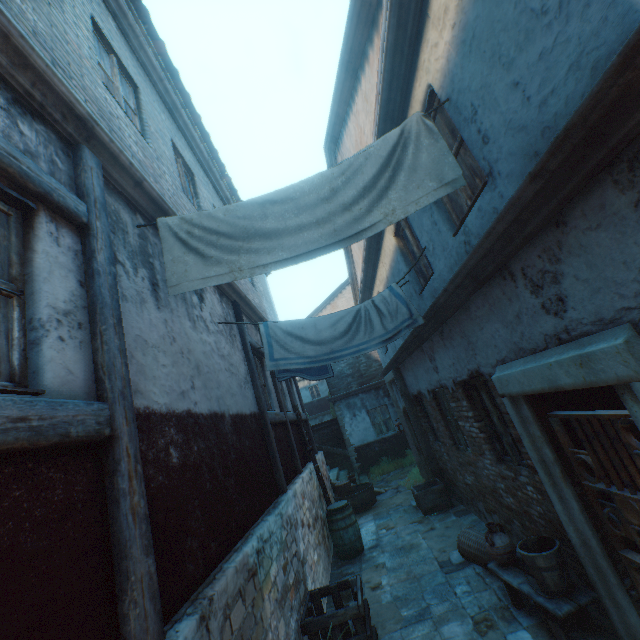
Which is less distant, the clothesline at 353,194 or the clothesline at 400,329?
the clothesline at 353,194

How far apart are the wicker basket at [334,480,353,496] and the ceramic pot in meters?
6.7

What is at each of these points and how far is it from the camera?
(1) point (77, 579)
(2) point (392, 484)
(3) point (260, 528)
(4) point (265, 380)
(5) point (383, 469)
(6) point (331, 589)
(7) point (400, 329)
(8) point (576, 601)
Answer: (1) building, 1.61m
(2) ground stones, 12.06m
(3) building, 3.88m
(4) building, 7.73m
(5) plants, 14.24m
(6) wooden crate, 4.57m
(7) clothesline, 4.69m
(8) table, 3.29m

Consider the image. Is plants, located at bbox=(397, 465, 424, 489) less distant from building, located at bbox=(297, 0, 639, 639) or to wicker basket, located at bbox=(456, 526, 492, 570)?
building, located at bbox=(297, 0, 639, 639)

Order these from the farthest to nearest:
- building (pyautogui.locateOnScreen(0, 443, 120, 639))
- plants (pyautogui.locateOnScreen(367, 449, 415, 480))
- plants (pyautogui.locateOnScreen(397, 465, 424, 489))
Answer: plants (pyautogui.locateOnScreen(367, 449, 415, 480))
plants (pyautogui.locateOnScreen(397, 465, 424, 489))
building (pyautogui.locateOnScreen(0, 443, 120, 639))

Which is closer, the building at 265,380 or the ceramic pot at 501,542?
the ceramic pot at 501,542

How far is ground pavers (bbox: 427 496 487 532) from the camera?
6.6m

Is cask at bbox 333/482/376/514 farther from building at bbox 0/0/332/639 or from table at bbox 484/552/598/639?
table at bbox 484/552/598/639
